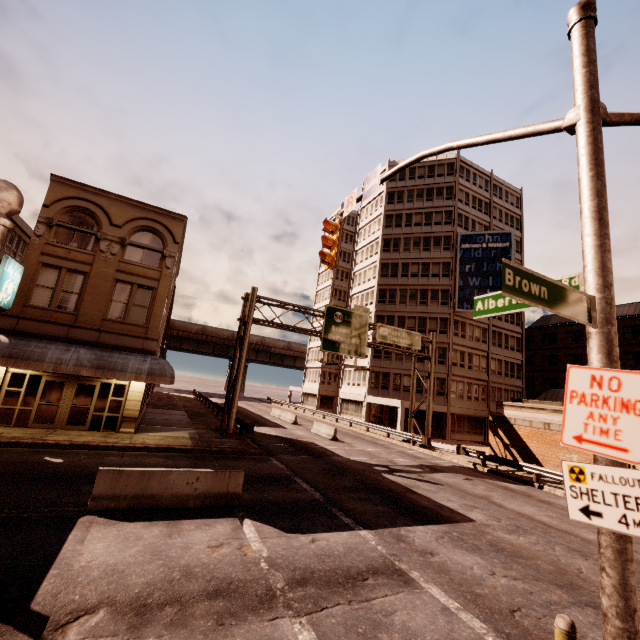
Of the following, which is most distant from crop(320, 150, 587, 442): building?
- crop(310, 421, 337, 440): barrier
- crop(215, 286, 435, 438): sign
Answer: crop(310, 421, 337, 440): barrier

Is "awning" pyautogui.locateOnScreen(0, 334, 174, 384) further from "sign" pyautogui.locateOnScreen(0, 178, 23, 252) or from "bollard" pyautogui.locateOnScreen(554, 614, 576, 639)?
"bollard" pyautogui.locateOnScreen(554, 614, 576, 639)

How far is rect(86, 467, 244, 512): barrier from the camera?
8.6 meters

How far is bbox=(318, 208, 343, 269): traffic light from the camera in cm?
1019

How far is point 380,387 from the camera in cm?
4062

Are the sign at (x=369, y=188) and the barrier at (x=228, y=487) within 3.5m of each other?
no

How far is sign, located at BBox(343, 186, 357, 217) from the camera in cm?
967

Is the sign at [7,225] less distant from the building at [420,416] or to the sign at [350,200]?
the sign at [350,200]
